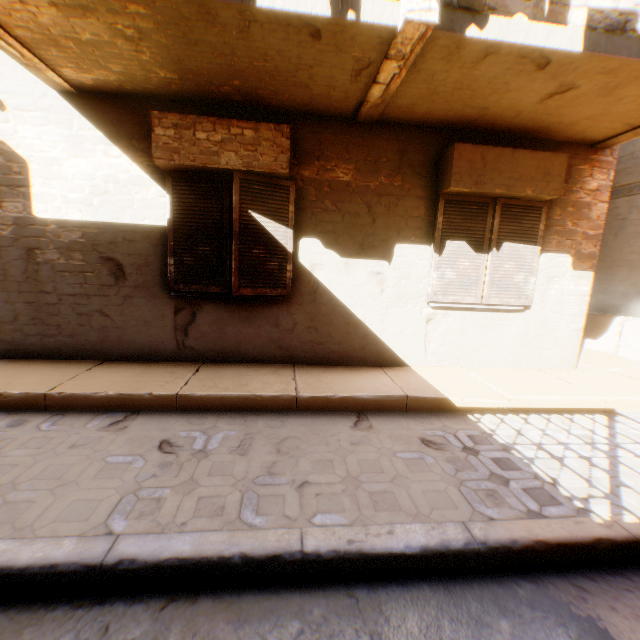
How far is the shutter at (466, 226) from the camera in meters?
4.6 m

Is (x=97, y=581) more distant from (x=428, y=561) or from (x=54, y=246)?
(x=54, y=246)

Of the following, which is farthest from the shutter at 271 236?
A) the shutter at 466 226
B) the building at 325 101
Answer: the shutter at 466 226

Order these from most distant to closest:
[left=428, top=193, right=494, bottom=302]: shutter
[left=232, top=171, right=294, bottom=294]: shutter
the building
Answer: [left=428, top=193, right=494, bottom=302]: shutter, [left=232, top=171, right=294, bottom=294]: shutter, the building

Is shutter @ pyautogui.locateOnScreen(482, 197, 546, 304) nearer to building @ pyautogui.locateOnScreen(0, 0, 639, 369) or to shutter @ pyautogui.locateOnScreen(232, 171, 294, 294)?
building @ pyautogui.locateOnScreen(0, 0, 639, 369)

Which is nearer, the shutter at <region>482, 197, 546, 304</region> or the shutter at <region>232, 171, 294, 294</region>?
the shutter at <region>232, 171, 294, 294</region>

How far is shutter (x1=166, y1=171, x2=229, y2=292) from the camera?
4.2 meters
